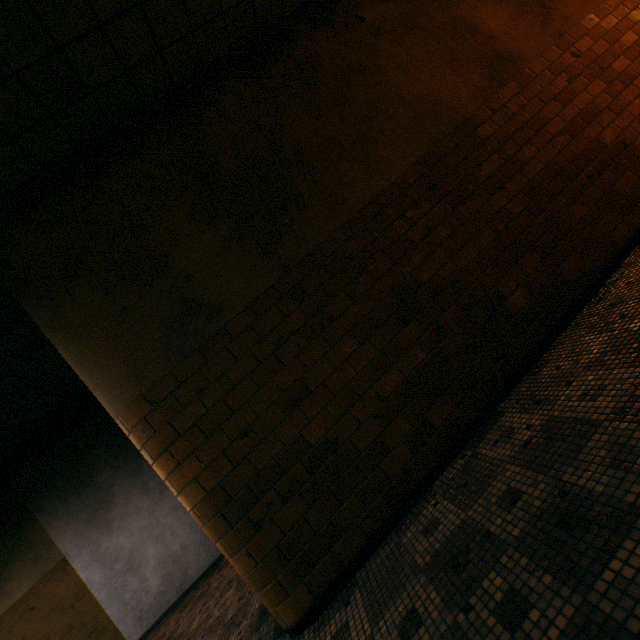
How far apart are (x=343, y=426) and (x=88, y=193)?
2.93m
